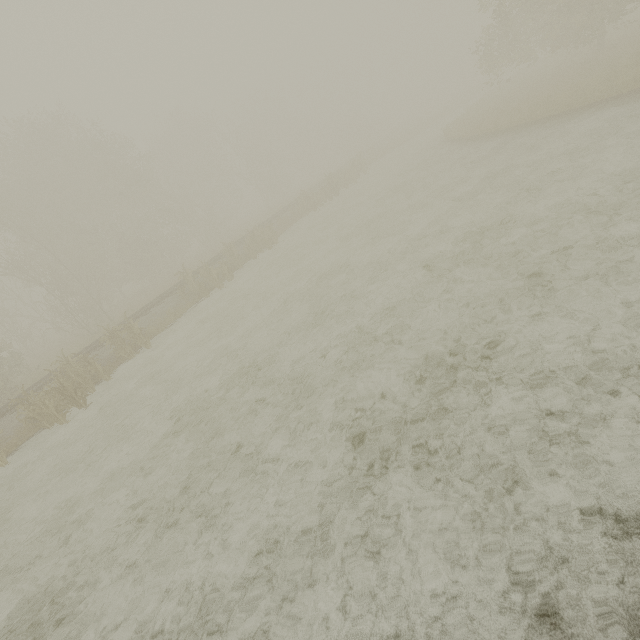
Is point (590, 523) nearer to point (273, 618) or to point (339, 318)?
point (273, 618)

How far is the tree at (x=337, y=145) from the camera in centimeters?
2623cm

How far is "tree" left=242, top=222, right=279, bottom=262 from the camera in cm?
2038

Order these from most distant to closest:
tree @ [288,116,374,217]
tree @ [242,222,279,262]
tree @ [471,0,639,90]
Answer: tree @ [288,116,374,217]
tree @ [242,222,279,262]
tree @ [471,0,639,90]

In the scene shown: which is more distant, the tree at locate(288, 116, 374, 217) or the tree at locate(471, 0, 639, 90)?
the tree at locate(288, 116, 374, 217)

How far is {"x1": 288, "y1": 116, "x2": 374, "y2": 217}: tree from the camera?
26.2m

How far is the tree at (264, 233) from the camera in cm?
2038

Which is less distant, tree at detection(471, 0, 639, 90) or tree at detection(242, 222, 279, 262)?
tree at detection(471, 0, 639, 90)
